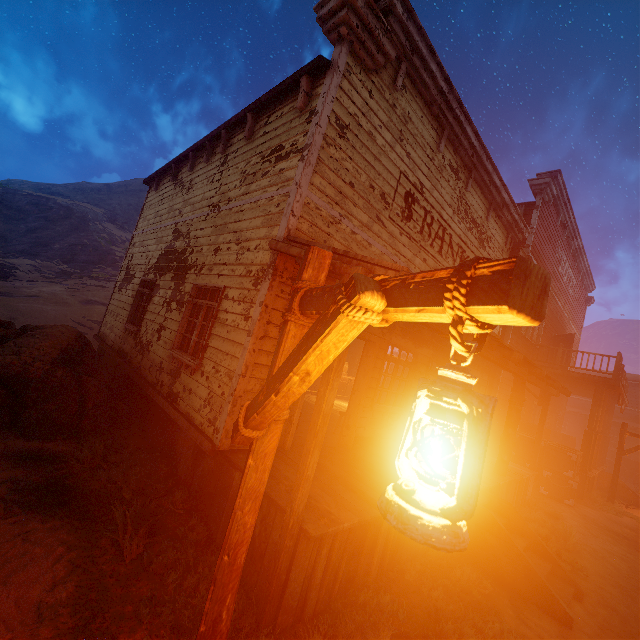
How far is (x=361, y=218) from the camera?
5.94m

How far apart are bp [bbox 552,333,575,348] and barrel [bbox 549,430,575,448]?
5.1 meters

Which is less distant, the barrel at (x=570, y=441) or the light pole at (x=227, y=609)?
the light pole at (x=227, y=609)

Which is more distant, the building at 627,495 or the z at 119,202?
the z at 119,202

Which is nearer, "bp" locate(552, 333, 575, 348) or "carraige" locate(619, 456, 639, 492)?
"bp" locate(552, 333, 575, 348)

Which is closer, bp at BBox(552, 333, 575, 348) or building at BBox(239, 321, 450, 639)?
building at BBox(239, 321, 450, 639)

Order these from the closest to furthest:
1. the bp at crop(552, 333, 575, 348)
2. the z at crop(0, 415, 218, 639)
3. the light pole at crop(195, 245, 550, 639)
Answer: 1. the light pole at crop(195, 245, 550, 639)
2. the z at crop(0, 415, 218, 639)
3. the bp at crop(552, 333, 575, 348)

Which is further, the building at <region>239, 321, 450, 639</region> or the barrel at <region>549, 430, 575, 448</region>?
the barrel at <region>549, 430, 575, 448</region>
